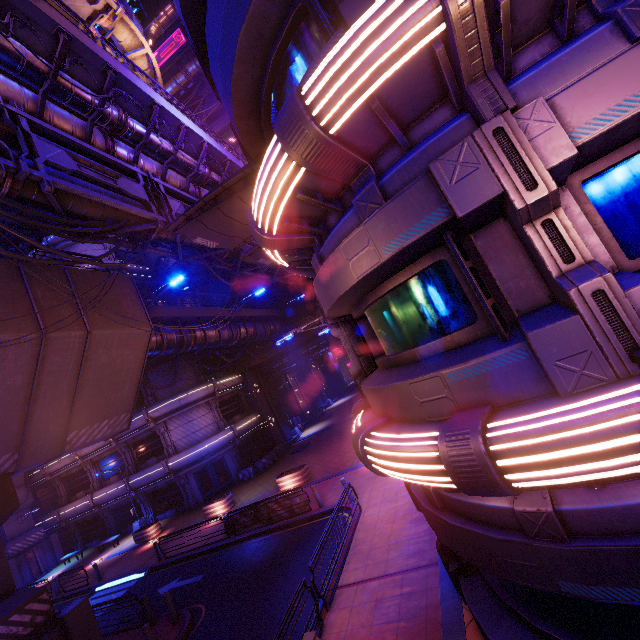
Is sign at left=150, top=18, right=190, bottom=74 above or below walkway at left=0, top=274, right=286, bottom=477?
above

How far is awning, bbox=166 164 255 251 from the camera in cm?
1037

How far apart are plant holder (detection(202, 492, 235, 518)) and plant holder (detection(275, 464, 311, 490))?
4.11m

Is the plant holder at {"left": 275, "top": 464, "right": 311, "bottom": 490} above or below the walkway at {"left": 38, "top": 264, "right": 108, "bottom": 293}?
below

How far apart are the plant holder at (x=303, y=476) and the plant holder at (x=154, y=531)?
11.4m

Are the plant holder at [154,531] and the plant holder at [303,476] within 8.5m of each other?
no

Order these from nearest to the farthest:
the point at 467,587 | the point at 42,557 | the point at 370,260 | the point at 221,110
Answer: the point at 370,260 → the point at 467,587 → the point at 42,557 → the point at 221,110

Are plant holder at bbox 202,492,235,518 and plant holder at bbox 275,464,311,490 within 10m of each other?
yes
